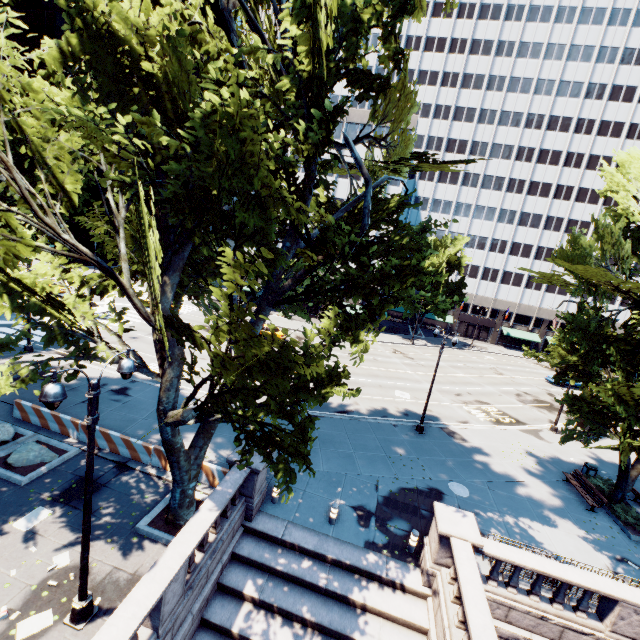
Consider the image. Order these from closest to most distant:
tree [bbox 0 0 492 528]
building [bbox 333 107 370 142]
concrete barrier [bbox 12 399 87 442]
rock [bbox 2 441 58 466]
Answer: tree [bbox 0 0 492 528] → rock [bbox 2 441 58 466] → concrete barrier [bbox 12 399 87 442] → building [bbox 333 107 370 142]

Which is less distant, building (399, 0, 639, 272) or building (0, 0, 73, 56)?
building (0, 0, 73, 56)

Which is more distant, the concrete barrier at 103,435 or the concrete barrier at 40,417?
the concrete barrier at 40,417

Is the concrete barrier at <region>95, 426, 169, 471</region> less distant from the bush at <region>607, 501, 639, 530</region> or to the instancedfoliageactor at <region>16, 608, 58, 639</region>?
the instancedfoliageactor at <region>16, 608, 58, 639</region>

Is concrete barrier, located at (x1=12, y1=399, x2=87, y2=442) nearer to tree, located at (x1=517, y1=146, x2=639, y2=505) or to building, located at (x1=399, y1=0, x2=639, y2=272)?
tree, located at (x1=517, y1=146, x2=639, y2=505)

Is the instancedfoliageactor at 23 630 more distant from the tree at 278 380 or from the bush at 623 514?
the bush at 623 514

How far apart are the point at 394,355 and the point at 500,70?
56.0m

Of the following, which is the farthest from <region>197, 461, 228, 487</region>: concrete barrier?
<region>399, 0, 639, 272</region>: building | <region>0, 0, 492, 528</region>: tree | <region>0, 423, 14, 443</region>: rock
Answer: <region>399, 0, 639, 272</region>: building
